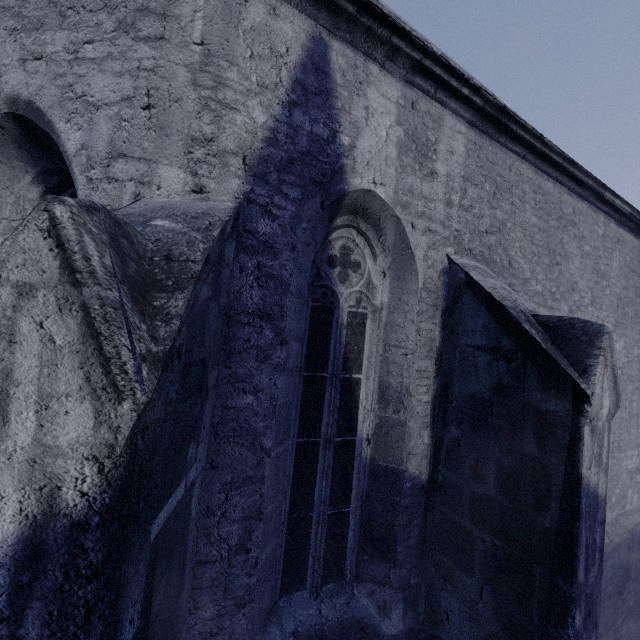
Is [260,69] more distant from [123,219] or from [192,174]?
[123,219]
